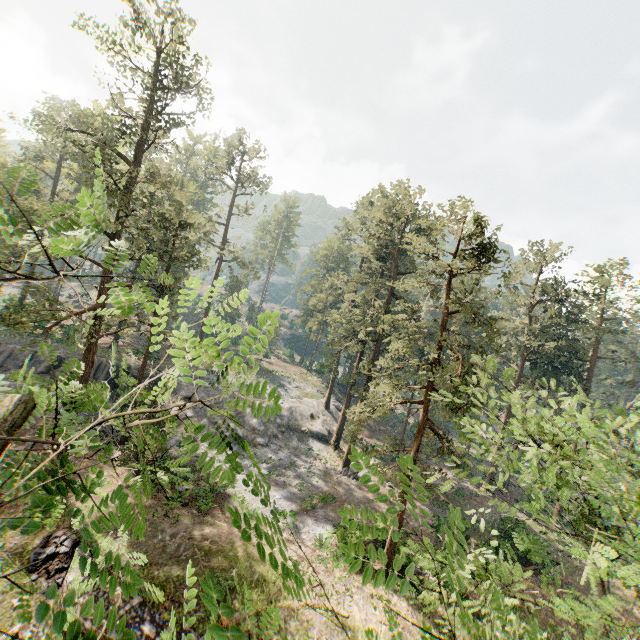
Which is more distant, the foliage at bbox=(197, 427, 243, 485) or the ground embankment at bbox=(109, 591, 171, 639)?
the ground embankment at bbox=(109, 591, 171, 639)

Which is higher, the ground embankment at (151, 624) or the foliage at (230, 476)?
the foliage at (230, 476)

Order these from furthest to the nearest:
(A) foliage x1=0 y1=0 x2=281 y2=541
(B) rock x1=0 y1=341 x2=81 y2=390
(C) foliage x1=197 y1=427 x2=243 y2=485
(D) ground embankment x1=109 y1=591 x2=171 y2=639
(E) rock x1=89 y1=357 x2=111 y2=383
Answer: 1. (E) rock x1=89 y1=357 x2=111 y2=383
2. (B) rock x1=0 y1=341 x2=81 y2=390
3. (D) ground embankment x1=109 y1=591 x2=171 y2=639
4. (C) foliage x1=197 y1=427 x2=243 y2=485
5. (A) foliage x1=0 y1=0 x2=281 y2=541

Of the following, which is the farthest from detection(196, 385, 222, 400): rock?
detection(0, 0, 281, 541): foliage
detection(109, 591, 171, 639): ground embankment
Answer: detection(109, 591, 171, 639): ground embankment

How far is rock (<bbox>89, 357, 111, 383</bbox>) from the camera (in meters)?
32.72

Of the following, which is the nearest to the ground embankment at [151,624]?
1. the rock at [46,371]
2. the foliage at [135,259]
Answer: the foliage at [135,259]

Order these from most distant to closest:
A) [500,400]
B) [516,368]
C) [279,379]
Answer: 1. [279,379]
2. [500,400]
3. [516,368]

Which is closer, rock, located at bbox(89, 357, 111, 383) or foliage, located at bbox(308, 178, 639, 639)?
foliage, located at bbox(308, 178, 639, 639)
